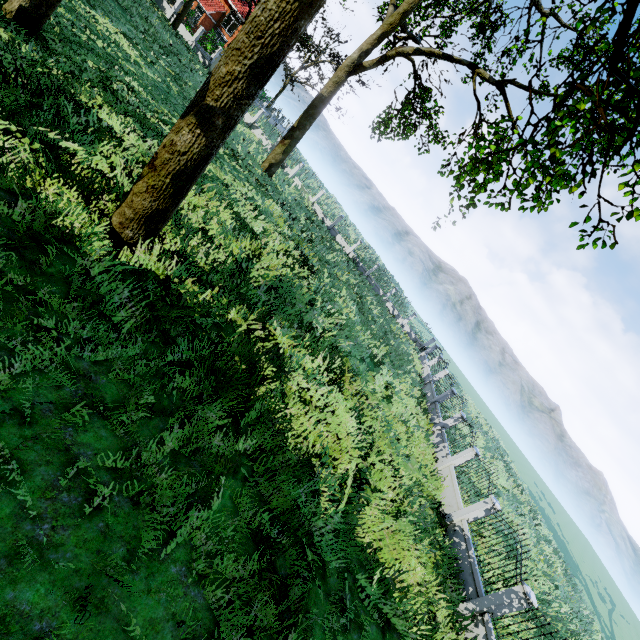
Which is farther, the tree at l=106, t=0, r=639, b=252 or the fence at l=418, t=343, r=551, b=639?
the fence at l=418, t=343, r=551, b=639

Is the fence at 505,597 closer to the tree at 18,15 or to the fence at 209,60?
the tree at 18,15

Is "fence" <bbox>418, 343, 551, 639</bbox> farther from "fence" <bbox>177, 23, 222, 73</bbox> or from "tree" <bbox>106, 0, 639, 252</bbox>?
"fence" <bbox>177, 23, 222, 73</bbox>

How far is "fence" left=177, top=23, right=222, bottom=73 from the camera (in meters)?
31.19

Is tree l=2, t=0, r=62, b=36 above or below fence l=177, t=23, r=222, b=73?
below

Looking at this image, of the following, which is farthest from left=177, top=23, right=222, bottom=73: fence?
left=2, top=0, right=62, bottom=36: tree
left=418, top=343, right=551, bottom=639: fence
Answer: left=418, top=343, right=551, bottom=639: fence

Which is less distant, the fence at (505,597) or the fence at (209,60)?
the fence at (505,597)

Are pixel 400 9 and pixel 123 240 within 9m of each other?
no
